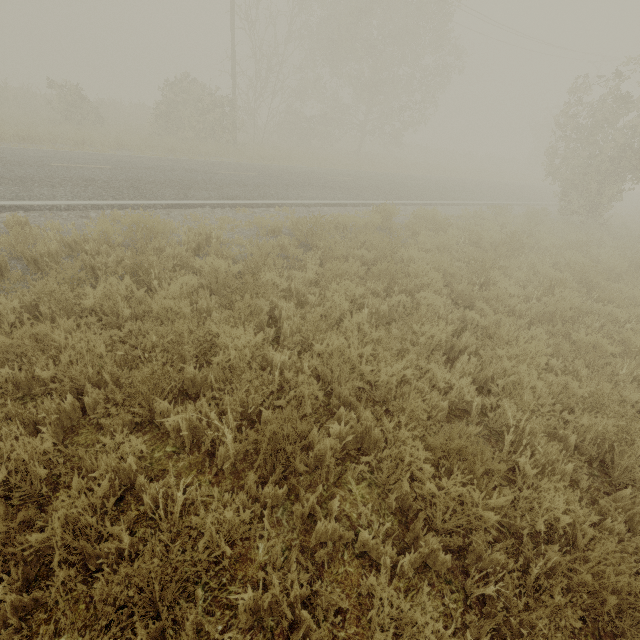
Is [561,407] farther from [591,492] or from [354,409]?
[354,409]
